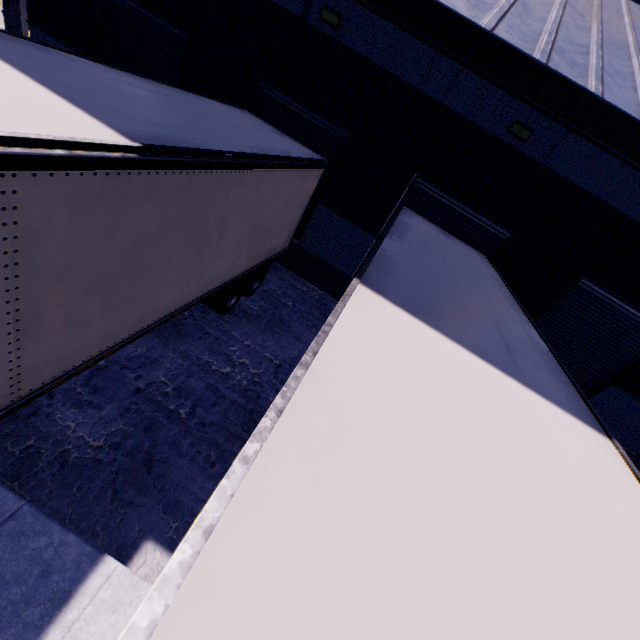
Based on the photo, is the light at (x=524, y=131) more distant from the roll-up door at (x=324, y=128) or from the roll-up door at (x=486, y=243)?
the roll-up door at (x=324, y=128)

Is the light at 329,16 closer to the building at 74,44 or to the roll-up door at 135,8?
the building at 74,44

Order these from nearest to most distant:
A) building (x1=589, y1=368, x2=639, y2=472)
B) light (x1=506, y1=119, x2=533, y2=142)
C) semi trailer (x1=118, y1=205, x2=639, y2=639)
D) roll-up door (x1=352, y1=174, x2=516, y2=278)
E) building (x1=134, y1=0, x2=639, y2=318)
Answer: semi trailer (x1=118, y1=205, x2=639, y2=639) → building (x1=134, y1=0, x2=639, y2=318) → light (x1=506, y1=119, x2=533, y2=142) → roll-up door (x1=352, y1=174, x2=516, y2=278) → building (x1=589, y1=368, x2=639, y2=472)

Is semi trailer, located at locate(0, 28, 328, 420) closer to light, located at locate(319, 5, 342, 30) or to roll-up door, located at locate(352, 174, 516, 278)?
roll-up door, located at locate(352, 174, 516, 278)

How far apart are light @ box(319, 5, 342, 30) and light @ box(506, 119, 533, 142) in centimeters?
451cm

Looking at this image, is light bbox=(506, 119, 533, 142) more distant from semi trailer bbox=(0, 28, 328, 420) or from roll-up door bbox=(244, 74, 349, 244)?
roll-up door bbox=(244, 74, 349, 244)

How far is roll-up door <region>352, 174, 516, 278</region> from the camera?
8.44m

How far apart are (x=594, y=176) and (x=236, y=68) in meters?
9.2
